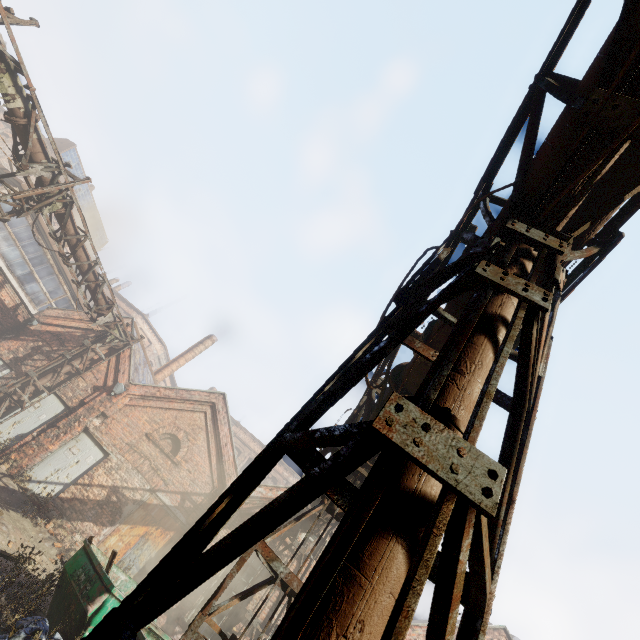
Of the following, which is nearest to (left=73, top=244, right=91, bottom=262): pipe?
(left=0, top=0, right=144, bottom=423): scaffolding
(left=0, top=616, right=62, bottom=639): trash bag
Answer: (left=0, top=0, right=144, bottom=423): scaffolding

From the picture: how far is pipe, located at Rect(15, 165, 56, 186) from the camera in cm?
941

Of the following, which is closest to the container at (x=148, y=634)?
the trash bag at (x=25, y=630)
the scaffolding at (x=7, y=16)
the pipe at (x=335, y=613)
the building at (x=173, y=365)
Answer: the trash bag at (x=25, y=630)

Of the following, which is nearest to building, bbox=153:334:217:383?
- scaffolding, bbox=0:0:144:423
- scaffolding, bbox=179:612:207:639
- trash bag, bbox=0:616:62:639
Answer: scaffolding, bbox=0:0:144:423

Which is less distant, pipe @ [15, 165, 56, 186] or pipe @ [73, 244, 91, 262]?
pipe @ [15, 165, 56, 186]

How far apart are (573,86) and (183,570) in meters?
4.3 m
